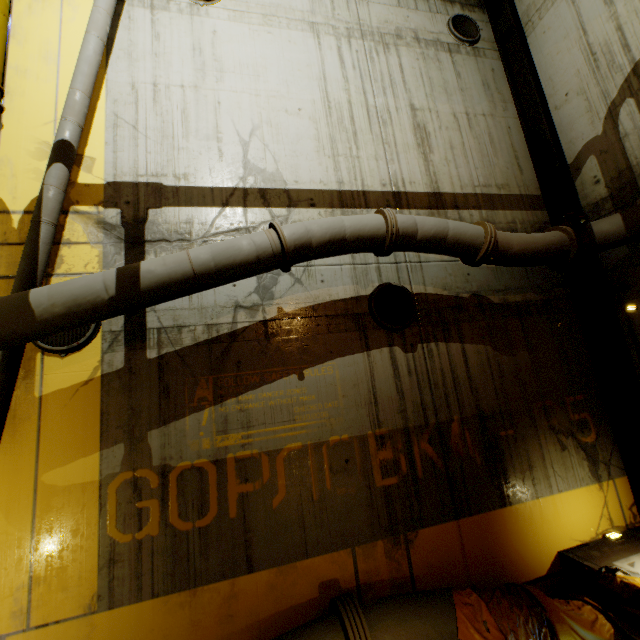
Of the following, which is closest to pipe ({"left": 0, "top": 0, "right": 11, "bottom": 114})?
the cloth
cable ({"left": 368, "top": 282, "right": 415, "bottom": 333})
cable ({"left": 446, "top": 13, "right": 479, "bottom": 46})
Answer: the cloth

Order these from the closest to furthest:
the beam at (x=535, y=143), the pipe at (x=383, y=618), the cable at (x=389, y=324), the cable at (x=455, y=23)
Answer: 1. the pipe at (x=383, y=618)
2. the cable at (x=389, y=324)
3. the beam at (x=535, y=143)
4. the cable at (x=455, y=23)

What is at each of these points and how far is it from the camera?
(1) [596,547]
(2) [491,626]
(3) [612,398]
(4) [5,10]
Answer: (1) stairs, 4.9m
(2) cloth, 3.4m
(3) beam, 5.8m
(4) pipe, 4.7m

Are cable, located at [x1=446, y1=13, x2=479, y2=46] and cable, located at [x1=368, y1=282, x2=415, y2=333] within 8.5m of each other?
yes

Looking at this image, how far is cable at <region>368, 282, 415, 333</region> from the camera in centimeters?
514cm

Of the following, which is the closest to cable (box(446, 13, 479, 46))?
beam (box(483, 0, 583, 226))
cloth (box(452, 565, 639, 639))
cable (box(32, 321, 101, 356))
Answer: beam (box(483, 0, 583, 226))

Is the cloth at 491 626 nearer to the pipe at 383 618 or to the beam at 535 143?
the pipe at 383 618

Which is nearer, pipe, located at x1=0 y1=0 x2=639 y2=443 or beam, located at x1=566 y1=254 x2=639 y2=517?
pipe, located at x1=0 y1=0 x2=639 y2=443
